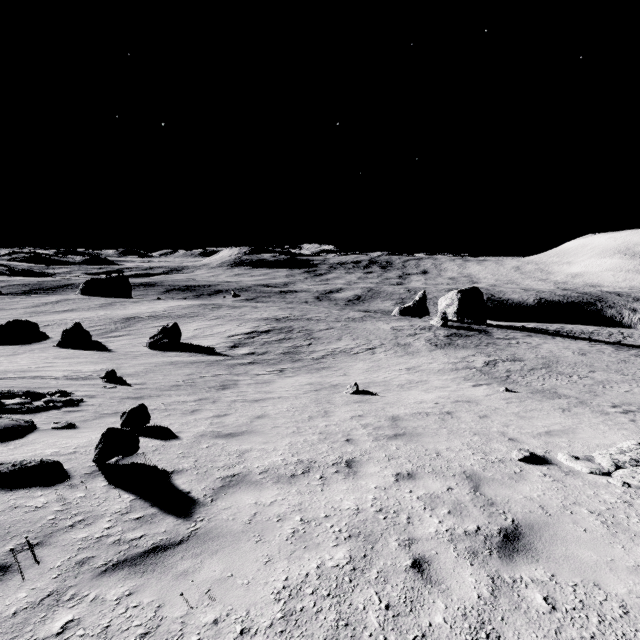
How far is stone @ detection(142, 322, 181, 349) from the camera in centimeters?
2629cm

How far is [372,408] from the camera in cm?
1112

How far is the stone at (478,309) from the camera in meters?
48.5

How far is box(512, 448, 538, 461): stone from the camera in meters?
6.5

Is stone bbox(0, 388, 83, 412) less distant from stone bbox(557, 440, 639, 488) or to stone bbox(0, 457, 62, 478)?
stone bbox(0, 457, 62, 478)

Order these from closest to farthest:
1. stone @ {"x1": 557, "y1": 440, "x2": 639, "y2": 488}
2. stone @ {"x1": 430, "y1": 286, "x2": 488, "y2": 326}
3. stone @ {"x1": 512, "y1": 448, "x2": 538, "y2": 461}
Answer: stone @ {"x1": 557, "y1": 440, "x2": 639, "y2": 488} < stone @ {"x1": 512, "y1": 448, "x2": 538, "y2": 461} < stone @ {"x1": 430, "y1": 286, "x2": 488, "y2": 326}

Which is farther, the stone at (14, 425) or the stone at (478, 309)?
the stone at (478, 309)

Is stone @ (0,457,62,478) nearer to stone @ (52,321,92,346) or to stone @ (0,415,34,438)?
stone @ (0,415,34,438)
